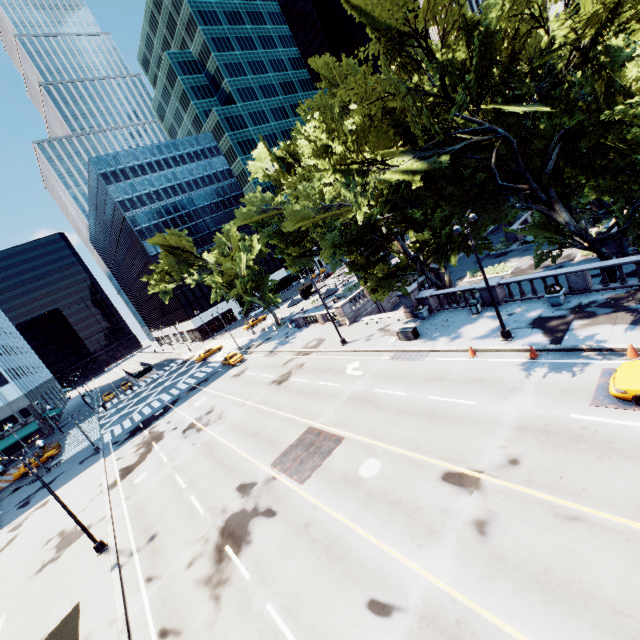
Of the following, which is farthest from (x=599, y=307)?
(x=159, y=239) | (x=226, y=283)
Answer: (x=159, y=239)

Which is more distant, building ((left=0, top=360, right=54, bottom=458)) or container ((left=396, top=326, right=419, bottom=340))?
building ((left=0, top=360, right=54, bottom=458))

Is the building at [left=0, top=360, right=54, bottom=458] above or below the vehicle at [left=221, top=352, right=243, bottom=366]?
above

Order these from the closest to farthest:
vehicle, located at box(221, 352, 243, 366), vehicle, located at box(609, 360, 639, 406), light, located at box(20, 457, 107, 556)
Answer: vehicle, located at box(609, 360, 639, 406)
light, located at box(20, 457, 107, 556)
vehicle, located at box(221, 352, 243, 366)

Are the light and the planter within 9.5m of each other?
no

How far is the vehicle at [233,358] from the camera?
41.84m

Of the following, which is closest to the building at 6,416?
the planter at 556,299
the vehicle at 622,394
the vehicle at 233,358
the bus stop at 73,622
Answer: the vehicle at 233,358

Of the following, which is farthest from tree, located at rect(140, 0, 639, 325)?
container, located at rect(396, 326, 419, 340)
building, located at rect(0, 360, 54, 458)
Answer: building, located at rect(0, 360, 54, 458)
